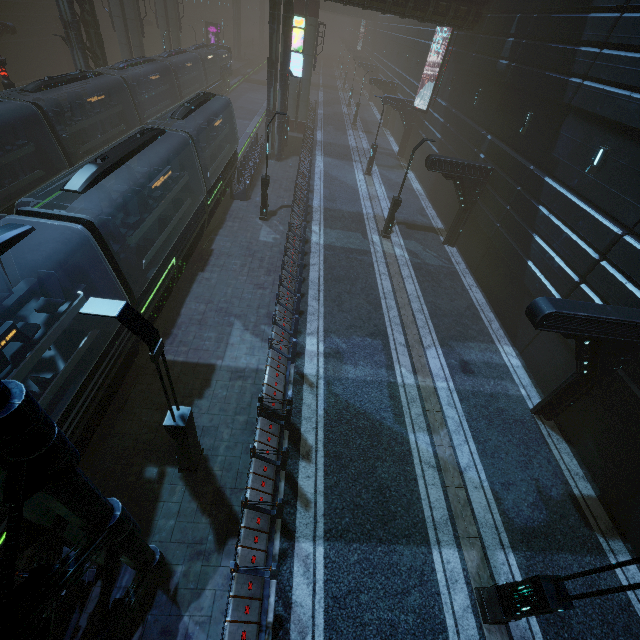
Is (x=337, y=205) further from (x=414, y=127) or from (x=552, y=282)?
(x=414, y=127)

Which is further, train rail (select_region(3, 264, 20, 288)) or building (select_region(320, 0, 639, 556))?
train rail (select_region(3, 264, 20, 288))

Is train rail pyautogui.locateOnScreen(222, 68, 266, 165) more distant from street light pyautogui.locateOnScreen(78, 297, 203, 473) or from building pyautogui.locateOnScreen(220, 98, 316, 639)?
street light pyautogui.locateOnScreen(78, 297, 203, 473)

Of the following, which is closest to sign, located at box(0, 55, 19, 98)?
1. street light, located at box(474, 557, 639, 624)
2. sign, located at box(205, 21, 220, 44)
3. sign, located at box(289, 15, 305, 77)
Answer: sign, located at box(289, 15, 305, 77)

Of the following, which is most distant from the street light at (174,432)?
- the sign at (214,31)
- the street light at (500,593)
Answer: the sign at (214,31)

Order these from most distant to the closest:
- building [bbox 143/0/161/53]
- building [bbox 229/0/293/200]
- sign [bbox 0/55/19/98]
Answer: building [bbox 143/0/161/53] → building [bbox 229/0/293/200] → sign [bbox 0/55/19/98]

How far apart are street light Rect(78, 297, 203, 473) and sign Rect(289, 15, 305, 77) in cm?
2477

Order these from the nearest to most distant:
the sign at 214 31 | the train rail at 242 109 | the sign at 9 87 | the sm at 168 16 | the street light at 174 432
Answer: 1. the street light at 174 432
2. the sign at 9 87
3. the train rail at 242 109
4. the sm at 168 16
5. the sign at 214 31
